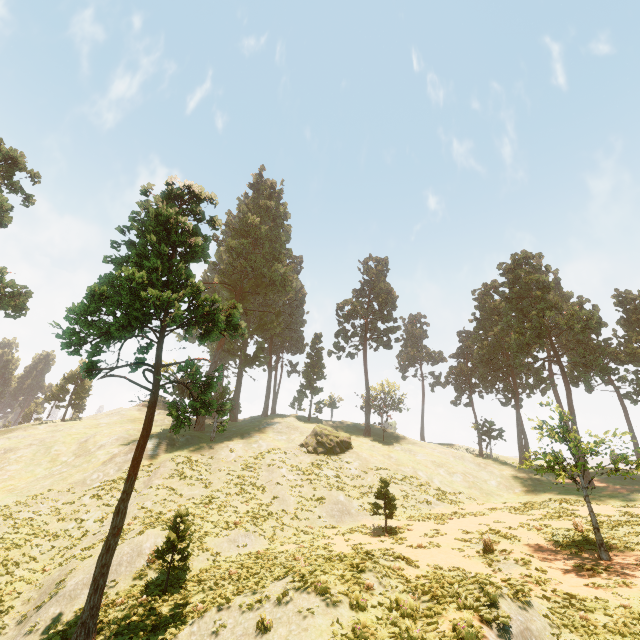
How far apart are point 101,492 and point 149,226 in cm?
2497

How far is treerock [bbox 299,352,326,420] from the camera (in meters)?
56.12

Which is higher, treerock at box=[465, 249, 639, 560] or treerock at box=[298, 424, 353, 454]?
treerock at box=[465, 249, 639, 560]

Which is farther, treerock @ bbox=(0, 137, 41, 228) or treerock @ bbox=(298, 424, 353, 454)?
treerock @ bbox=(298, 424, 353, 454)

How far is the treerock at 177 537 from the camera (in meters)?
16.28

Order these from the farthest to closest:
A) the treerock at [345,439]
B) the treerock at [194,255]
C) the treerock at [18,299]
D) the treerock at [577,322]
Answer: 1. the treerock at [345,439]
2. the treerock at [18,299]
3. the treerock at [577,322]
4. the treerock at [194,255]
